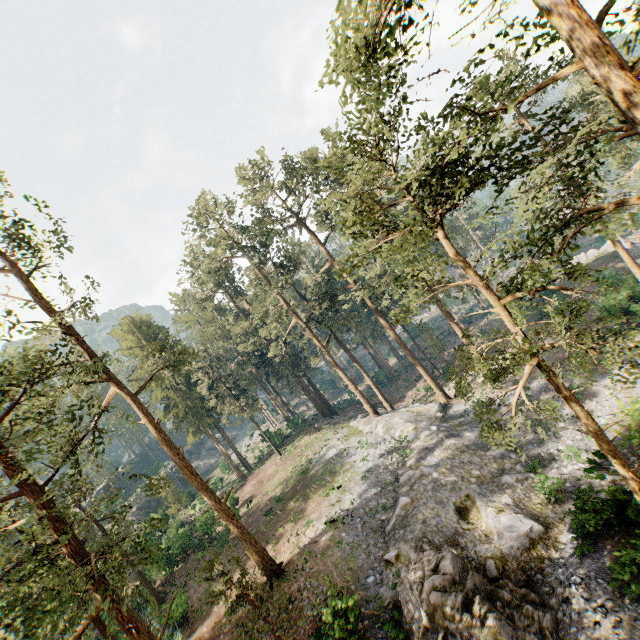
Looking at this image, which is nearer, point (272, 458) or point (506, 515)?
point (506, 515)

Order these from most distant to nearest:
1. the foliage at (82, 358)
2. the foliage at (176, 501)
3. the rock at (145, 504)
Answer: the rock at (145, 504) → the foliage at (176, 501) → the foliage at (82, 358)

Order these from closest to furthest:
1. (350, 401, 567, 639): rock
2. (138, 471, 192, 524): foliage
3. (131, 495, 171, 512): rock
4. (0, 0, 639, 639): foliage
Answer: (0, 0, 639, 639): foliage, (138, 471, 192, 524): foliage, (350, 401, 567, 639): rock, (131, 495, 171, 512): rock

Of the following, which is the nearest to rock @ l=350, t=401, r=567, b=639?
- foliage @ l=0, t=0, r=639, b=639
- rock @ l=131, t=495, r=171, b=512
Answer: foliage @ l=0, t=0, r=639, b=639

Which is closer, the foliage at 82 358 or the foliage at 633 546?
the foliage at 82 358

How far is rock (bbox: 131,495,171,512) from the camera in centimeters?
5224cm

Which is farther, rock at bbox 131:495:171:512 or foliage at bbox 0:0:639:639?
rock at bbox 131:495:171:512

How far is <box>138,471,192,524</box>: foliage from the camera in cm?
1126
